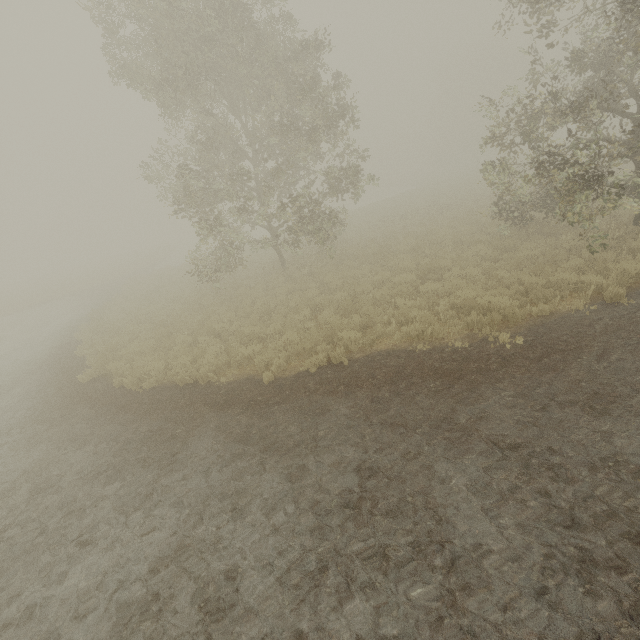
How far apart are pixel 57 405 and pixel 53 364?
4.79m
